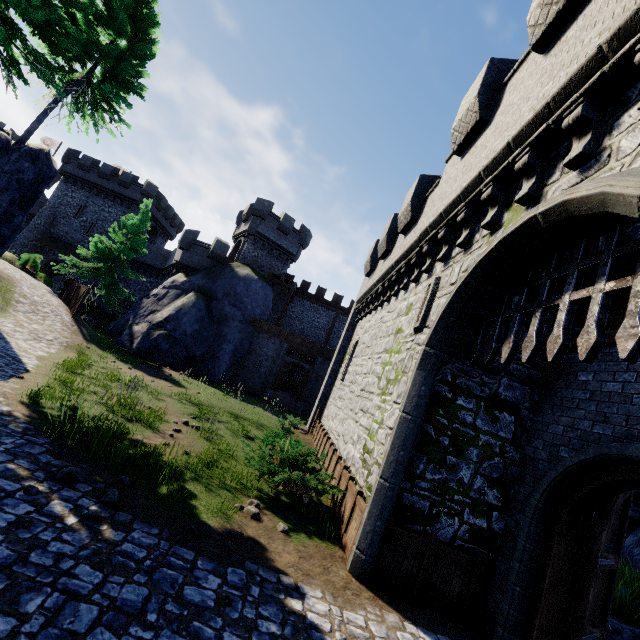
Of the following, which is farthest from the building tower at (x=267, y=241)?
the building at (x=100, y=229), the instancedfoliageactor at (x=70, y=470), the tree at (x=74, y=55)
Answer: the instancedfoliageactor at (x=70, y=470)

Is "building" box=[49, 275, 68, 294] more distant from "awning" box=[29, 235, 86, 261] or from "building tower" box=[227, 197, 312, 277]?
"building tower" box=[227, 197, 312, 277]

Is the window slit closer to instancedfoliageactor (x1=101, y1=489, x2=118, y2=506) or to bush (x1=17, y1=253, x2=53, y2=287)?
instancedfoliageactor (x1=101, y1=489, x2=118, y2=506)

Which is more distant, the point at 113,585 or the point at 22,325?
the point at 22,325

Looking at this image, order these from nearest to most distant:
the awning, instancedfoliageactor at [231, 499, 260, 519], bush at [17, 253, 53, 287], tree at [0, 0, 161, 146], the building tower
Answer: instancedfoliageactor at [231, 499, 260, 519]
tree at [0, 0, 161, 146]
bush at [17, 253, 53, 287]
the building tower
the awning

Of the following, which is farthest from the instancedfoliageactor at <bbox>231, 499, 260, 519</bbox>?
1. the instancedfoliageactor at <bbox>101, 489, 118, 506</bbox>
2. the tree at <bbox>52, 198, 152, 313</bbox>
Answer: the tree at <bbox>52, 198, 152, 313</bbox>

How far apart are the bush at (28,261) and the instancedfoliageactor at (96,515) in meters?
28.6

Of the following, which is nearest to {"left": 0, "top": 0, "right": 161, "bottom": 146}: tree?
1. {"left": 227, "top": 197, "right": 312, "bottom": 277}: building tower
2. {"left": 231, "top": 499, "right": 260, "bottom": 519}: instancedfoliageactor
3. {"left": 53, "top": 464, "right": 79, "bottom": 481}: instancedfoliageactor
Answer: {"left": 227, "top": 197, "right": 312, "bottom": 277}: building tower
